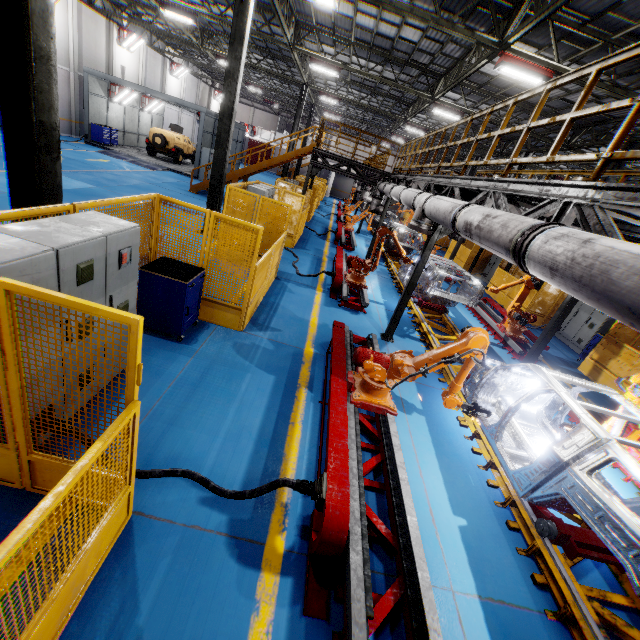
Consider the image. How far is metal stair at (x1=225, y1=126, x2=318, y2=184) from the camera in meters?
17.1

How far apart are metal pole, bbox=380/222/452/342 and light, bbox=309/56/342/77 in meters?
13.0 m

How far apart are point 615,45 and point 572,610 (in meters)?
13.85

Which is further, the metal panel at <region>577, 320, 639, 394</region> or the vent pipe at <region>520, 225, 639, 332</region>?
the metal panel at <region>577, 320, 639, 394</region>

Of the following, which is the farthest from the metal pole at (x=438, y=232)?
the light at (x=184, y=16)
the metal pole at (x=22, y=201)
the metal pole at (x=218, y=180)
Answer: the light at (x=184, y=16)

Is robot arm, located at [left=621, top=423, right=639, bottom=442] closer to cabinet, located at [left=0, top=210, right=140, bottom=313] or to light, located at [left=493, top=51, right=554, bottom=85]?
cabinet, located at [left=0, top=210, right=140, bottom=313]

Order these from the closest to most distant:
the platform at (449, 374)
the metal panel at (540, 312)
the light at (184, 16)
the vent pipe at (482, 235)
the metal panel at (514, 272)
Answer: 1. the vent pipe at (482, 235)
2. the platform at (449, 374)
3. the metal panel at (540, 312)
4. the light at (184, 16)
5. the metal panel at (514, 272)

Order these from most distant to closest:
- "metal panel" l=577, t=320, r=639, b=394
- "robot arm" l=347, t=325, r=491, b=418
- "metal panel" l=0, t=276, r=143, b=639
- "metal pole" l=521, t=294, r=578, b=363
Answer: "metal panel" l=577, t=320, r=639, b=394 → "metal pole" l=521, t=294, r=578, b=363 → "robot arm" l=347, t=325, r=491, b=418 → "metal panel" l=0, t=276, r=143, b=639
